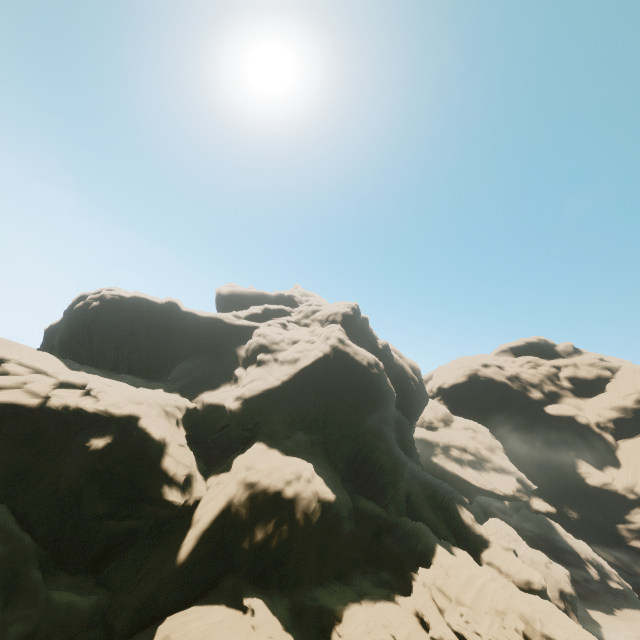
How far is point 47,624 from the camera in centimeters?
1759cm
